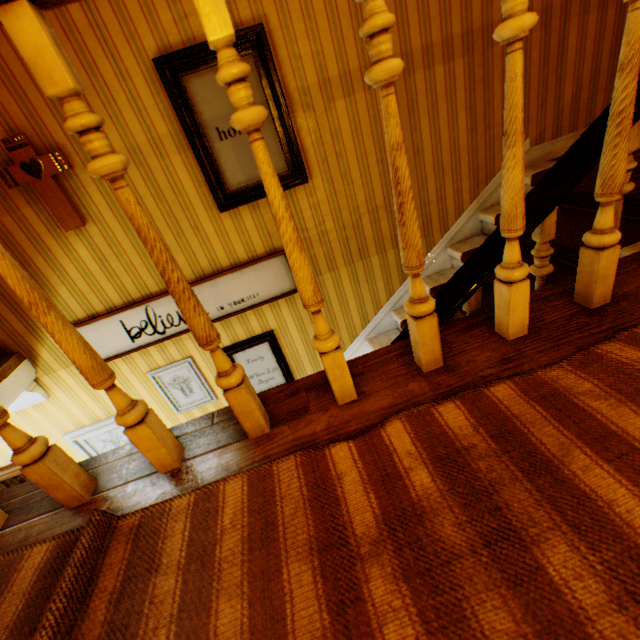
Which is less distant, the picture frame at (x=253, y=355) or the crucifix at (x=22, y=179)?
the crucifix at (x=22, y=179)

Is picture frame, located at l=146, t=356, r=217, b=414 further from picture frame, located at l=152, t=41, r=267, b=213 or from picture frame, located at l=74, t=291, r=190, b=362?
picture frame, located at l=152, t=41, r=267, b=213

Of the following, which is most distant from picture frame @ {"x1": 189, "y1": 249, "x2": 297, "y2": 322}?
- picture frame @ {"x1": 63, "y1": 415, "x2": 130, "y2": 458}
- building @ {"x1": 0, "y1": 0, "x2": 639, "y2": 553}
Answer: picture frame @ {"x1": 63, "y1": 415, "x2": 130, "y2": 458}

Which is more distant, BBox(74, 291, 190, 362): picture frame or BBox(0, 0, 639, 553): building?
BBox(74, 291, 190, 362): picture frame

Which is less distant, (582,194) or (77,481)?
(77,481)

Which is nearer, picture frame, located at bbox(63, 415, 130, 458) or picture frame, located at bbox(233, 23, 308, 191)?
picture frame, located at bbox(233, 23, 308, 191)

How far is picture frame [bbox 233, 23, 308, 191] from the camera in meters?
2.1 m

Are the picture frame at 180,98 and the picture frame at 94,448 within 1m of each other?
no
